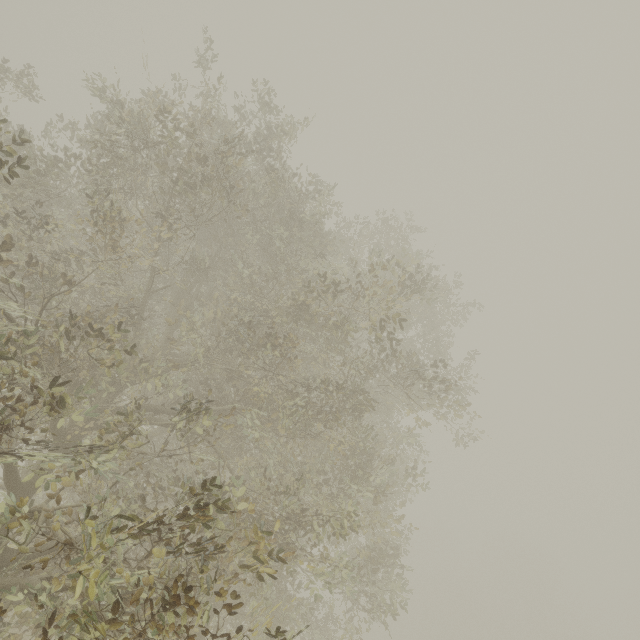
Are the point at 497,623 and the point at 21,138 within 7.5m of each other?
no
